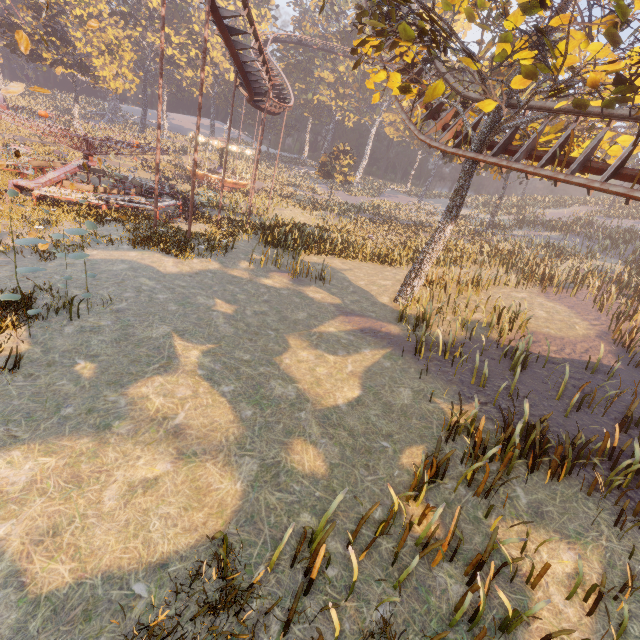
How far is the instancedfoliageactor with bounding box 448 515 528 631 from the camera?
4.28m

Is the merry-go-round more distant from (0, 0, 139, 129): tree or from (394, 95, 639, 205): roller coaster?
(0, 0, 139, 129): tree

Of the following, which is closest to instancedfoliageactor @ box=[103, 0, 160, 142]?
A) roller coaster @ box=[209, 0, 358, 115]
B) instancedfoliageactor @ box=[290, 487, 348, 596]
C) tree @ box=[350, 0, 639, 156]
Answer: roller coaster @ box=[209, 0, 358, 115]

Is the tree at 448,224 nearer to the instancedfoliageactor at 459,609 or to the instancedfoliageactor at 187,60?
the instancedfoliageactor at 459,609

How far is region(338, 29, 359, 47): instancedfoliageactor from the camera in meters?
54.2 m

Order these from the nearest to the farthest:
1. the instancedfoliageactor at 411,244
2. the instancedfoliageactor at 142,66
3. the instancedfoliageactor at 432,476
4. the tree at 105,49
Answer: the instancedfoliageactor at 432,476 < the instancedfoliageactor at 411,244 < the tree at 105,49 < the instancedfoliageactor at 142,66

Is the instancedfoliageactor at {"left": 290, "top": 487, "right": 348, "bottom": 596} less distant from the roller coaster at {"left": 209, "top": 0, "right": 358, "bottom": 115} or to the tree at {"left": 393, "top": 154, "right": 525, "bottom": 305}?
the tree at {"left": 393, "top": 154, "right": 525, "bottom": 305}

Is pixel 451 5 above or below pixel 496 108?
above
